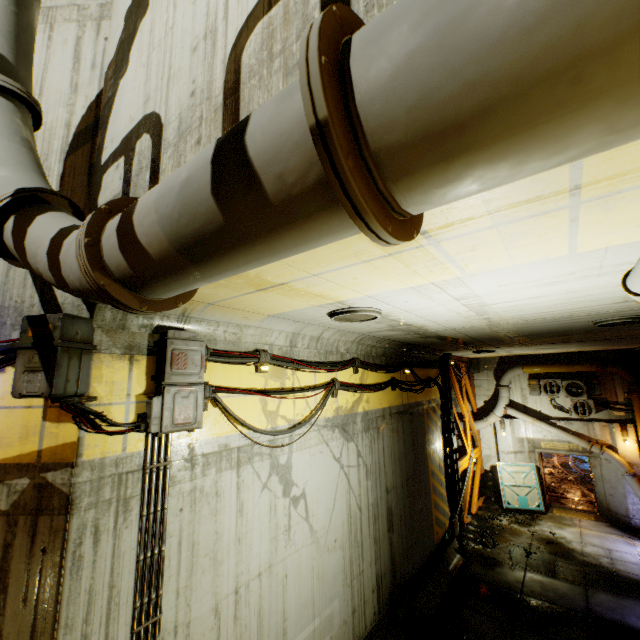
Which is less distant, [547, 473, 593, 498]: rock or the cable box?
the cable box

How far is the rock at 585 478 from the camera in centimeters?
1616cm

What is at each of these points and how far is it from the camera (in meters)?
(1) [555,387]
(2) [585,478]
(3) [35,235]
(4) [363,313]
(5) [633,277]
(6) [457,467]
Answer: (1) air conditioner, 14.73
(2) rock, 18.36
(3) pipe, 2.14
(4) cable, 4.67
(5) pipe, 2.93
(6) beam, 13.09

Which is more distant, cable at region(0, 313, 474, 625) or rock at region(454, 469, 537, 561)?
rock at region(454, 469, 537, 561)

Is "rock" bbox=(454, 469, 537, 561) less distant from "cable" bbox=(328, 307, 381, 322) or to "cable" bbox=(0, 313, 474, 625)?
"cable" bbox=(0, 313, 474, 625)

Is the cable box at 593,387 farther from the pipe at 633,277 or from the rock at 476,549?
the rock at 476,549

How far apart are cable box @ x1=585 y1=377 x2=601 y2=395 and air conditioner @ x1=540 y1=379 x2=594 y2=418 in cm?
13

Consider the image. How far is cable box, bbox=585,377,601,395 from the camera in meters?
14.0
